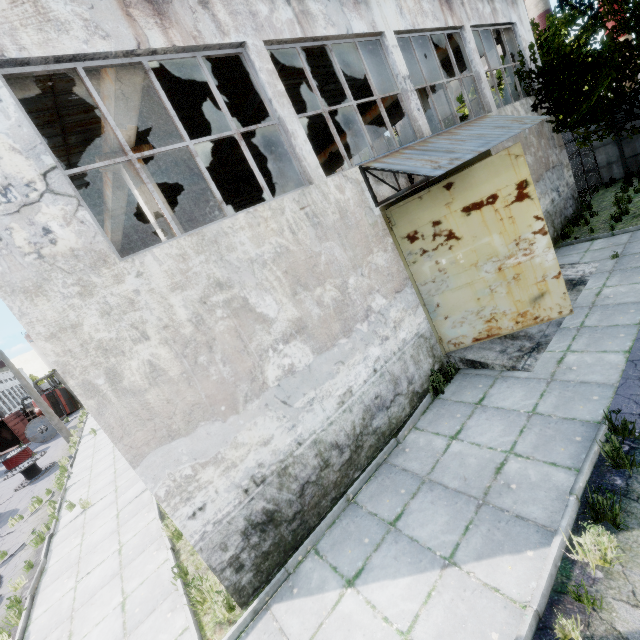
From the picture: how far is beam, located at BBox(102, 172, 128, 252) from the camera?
8.73m

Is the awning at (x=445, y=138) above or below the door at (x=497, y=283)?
above

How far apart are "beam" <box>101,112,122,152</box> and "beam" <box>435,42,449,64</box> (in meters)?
11.85

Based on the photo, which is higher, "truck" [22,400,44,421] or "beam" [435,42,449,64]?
"beam" [435,42,449,64]

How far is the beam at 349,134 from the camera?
16.5m

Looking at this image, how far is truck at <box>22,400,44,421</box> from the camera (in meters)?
32.91

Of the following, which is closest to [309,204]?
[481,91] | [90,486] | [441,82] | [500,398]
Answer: [500,398]
